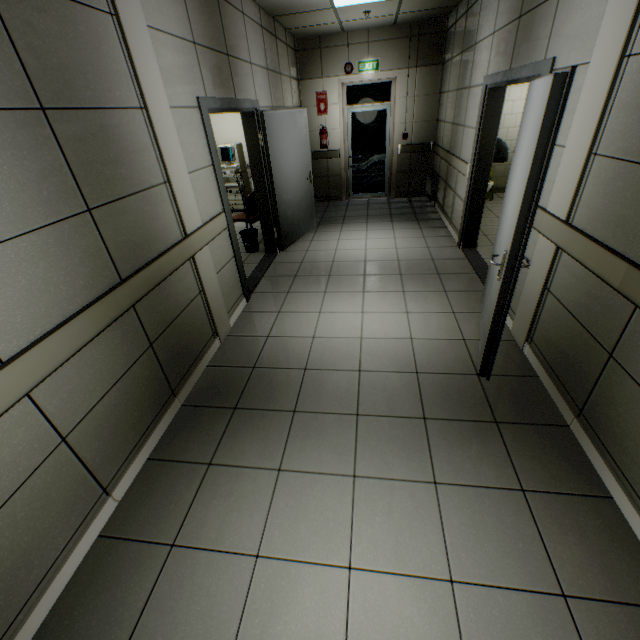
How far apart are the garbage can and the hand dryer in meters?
3.7 m

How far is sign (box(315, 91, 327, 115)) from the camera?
7.2m

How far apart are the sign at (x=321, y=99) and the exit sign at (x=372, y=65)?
0.8m

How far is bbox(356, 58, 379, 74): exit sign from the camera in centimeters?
671cm

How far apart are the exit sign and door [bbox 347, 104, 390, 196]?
0.6m

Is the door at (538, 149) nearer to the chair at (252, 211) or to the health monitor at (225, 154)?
the chair at (252, 211)

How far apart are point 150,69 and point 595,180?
3.11m

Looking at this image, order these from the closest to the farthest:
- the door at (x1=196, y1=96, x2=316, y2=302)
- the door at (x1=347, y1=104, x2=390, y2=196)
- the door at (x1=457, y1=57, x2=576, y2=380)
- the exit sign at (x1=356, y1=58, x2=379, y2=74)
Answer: the door at (x1=457, y1=57, x2=576, y2=380) < the door at (x1=196, y1=96, x2=316, y2=302) < the exit sign at (x1=356, y1=58, x2=379, y2=74) < the door at (x1=347, y1=104, x2=390, y2=196)
